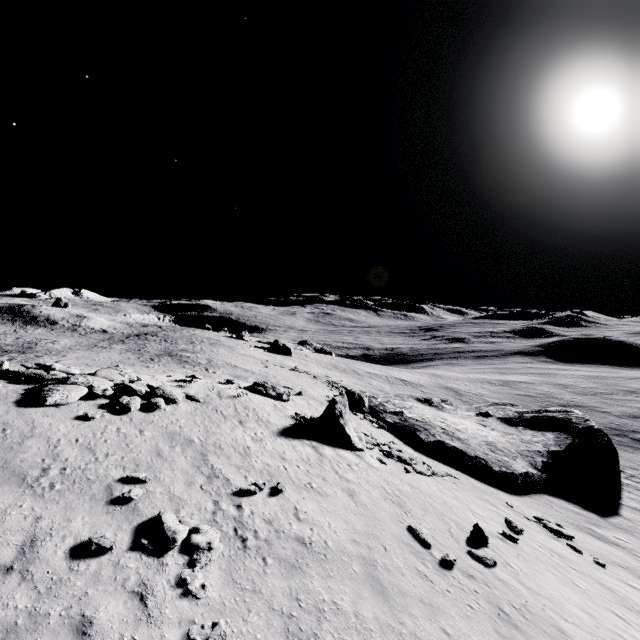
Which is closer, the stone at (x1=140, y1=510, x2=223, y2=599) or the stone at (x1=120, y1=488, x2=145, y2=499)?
the stone at (x1=140, y1=510, x2=223, y2=599)

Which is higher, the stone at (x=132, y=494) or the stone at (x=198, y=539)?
the stone at (x=132, y=494)

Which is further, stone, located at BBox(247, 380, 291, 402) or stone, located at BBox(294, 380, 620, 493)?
stone, located at BBox(247, 380, 291, 402)

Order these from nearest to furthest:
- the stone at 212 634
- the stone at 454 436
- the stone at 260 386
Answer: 1. the stone at 212 634
2. the stone at 454 436
3. the stone at 260 386

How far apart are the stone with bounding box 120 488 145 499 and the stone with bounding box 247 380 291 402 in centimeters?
1385cm

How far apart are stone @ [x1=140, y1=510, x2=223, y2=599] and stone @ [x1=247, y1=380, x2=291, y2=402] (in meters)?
14.35

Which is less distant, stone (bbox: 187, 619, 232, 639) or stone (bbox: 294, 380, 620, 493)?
stone (bbox: 187, 619, 232, 639)

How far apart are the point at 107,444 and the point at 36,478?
2.48m
